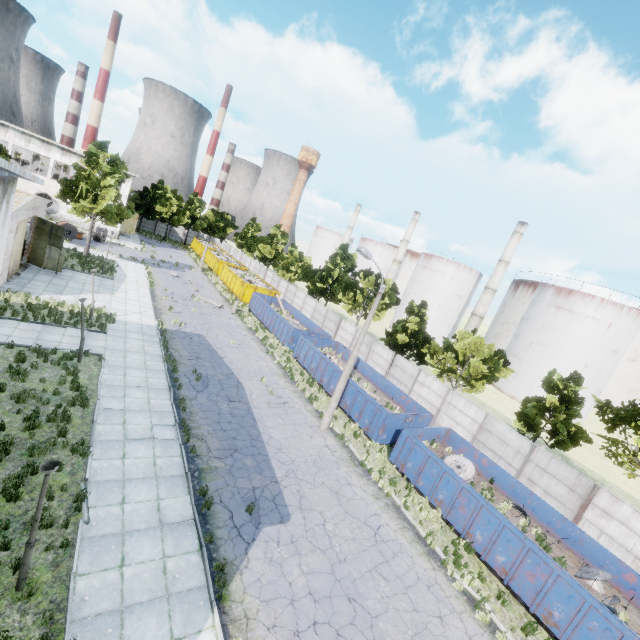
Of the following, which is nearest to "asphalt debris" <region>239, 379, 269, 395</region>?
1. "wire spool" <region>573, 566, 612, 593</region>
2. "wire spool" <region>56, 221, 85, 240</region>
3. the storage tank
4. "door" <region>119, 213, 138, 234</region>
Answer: "wire spool" <region>573, 566, 612, 593</region>

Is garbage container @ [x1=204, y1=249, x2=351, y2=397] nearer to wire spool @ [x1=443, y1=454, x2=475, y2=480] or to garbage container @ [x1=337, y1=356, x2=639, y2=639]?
garbage container @ [x1=337, y1=356, x2=639, y2=639]

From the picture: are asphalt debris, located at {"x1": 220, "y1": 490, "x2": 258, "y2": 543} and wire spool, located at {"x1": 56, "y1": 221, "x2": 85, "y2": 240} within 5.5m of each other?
no

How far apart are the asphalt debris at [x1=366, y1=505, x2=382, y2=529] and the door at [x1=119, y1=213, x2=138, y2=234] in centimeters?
5869cm

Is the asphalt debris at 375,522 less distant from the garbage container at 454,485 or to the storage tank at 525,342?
the garbage container at 454,485

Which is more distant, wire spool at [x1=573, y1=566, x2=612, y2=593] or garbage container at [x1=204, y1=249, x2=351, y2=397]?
garbage container at [x1=204, y1=249, x2=351, y2=397]

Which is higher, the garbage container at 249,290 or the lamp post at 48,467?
the lamp post at 48,467

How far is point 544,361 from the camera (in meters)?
44.59
